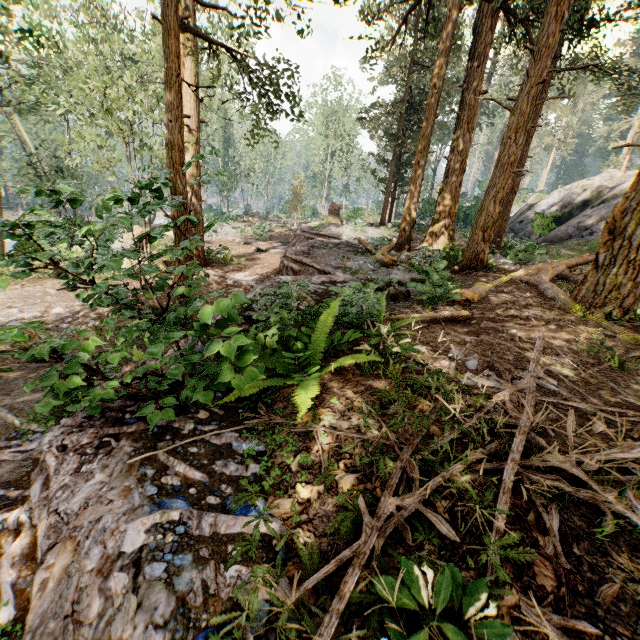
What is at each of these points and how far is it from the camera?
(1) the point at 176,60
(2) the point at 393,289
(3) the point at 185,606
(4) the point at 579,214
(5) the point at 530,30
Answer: (1) foliage, 5.38m
(2) foliage, 8.24m
(3) ground embankment, 1.78m
(4) rock, 23.75m
(5) foliage, 12.30m

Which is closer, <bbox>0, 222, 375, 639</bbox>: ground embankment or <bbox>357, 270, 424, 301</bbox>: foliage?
<bbox>0, 222, 375, 639</bbox>: ground embankment

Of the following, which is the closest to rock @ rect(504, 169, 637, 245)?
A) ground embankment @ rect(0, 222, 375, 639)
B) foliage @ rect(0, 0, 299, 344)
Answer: foliage @ rect(0, 0, 299, 344)

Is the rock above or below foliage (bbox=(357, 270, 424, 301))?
above

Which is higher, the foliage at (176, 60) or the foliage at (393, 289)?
the foliage at (176, 60)

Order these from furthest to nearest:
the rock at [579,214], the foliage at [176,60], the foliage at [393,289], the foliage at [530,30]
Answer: the rock at [579,214] → the foliage at [393,289] → the foliage at [530,30] → the foliage at [176,60]

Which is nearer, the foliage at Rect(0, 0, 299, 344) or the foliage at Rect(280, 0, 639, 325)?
the foliage at Rect(0, 0, 299, 344)
